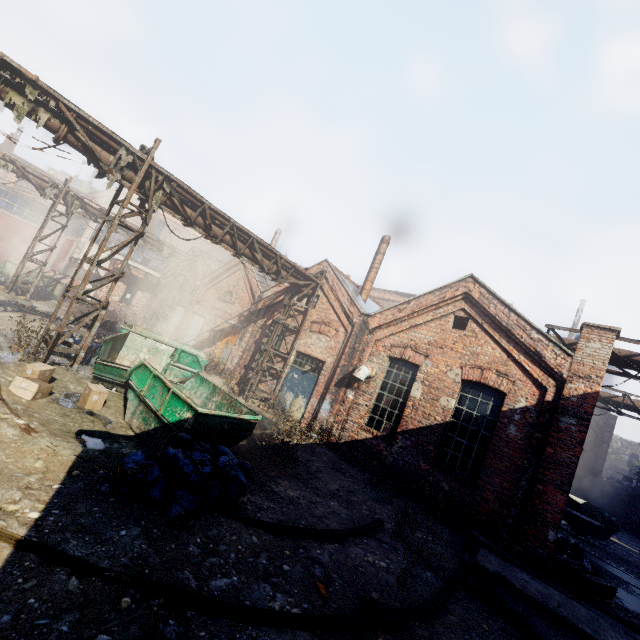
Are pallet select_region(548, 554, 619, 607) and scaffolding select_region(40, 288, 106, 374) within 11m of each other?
no

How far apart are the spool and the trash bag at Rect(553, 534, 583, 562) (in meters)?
4.79

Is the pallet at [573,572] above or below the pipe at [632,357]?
below

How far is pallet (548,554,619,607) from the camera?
7.4 meters

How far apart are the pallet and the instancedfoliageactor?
6.06m

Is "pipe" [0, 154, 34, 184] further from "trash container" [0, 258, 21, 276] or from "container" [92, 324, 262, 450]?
"trash container" [0, 258, 21, 276]

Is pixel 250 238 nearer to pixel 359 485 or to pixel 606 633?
pixel 359 485

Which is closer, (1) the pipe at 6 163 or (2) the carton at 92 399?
(2) the carton at 92 399
